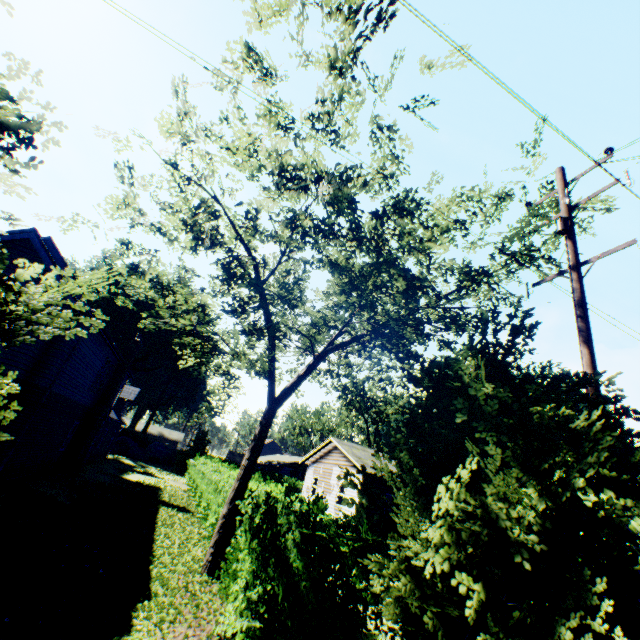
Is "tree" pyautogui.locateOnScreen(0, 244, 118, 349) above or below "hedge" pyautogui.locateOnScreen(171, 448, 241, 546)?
above

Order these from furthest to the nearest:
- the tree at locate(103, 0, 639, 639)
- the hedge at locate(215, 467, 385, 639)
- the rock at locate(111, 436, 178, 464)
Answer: the rock at locate(111, 436, 178, 464) → the hedge at locate(215, 467, 385, 639) → the tree at locate(103, 0, 639, 639)

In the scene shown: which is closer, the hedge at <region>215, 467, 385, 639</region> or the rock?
the hedge at <region>215, 467, 385, 639</region>

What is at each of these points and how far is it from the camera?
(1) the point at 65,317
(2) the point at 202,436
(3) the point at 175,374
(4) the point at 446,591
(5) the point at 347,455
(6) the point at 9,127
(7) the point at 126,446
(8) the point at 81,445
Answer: (1) tree, 3.5 meters
(2) plant, 47.1 meters
(3) plant, 53.0 meters
(4) tree, 3.7 meters
(5) house, 23.6 meters
(6) tree, 3.4 meters
(7) rock, 41.8 meters
(8) chimney, 19.4 meters

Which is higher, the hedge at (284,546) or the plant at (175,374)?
the plant at (175,374)

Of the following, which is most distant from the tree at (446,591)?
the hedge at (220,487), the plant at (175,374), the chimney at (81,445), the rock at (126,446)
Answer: the rock at (126,446)

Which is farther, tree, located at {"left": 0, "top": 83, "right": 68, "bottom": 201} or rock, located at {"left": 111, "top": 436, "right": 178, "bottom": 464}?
rock, located at {"left": 111, "top": 436, "right": 178, "bottom": 464}
